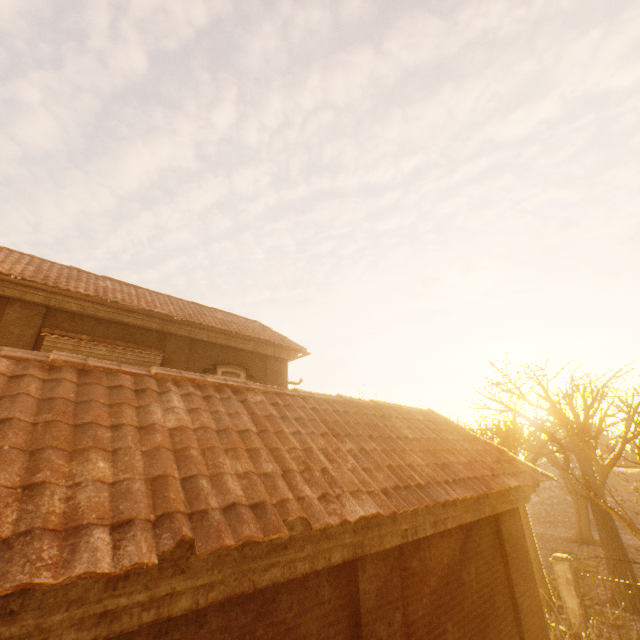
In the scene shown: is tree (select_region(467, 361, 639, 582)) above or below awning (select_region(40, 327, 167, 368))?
below

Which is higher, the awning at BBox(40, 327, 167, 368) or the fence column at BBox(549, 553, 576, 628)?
the awning at BBox(40, 327, 167, 368)

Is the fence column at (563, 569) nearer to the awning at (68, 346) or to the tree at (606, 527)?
the tree at (606, 527)

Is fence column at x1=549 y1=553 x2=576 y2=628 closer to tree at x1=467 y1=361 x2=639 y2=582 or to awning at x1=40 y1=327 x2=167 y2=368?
tree at x1=467 y1=361 x2=639 y2=582

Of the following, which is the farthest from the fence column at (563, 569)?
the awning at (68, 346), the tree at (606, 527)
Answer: the awning at (68, 346)

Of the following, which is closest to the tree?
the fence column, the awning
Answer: the fence column

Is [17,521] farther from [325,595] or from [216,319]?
[216,319]
